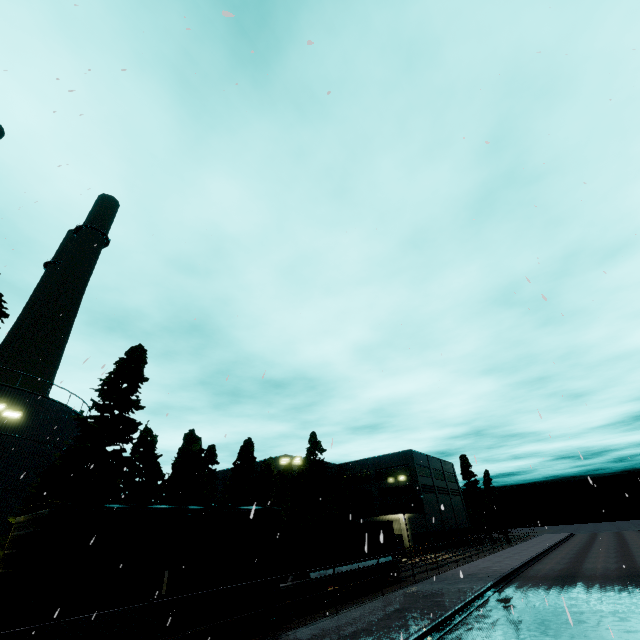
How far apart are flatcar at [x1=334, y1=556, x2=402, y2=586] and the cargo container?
0.0m

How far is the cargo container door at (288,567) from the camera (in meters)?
18.30

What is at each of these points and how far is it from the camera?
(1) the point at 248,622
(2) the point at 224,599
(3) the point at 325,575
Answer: (1) bogie, 14.7m
(2) cargo car, 13.7m
(3) flatcar, 19.1m

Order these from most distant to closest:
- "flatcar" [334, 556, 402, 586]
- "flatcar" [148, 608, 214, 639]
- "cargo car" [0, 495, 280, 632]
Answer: "flatcar" [334, 556, 402, 586] < "flatcar" [148, 608, 214, 639] < "cargo car" [0, 495, 280, 632]

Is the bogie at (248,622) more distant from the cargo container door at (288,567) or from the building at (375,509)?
the building at (375,509)

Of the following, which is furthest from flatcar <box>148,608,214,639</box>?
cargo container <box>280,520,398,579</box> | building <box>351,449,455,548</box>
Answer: building <box>351,449,455,548</box>

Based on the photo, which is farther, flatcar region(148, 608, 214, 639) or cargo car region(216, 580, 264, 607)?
cargo car region(216, 580, 264, 607)
